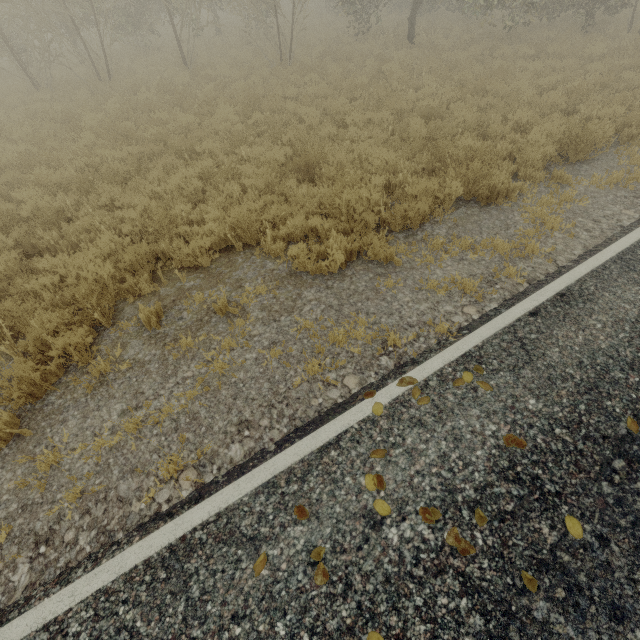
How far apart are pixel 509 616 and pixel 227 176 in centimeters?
816cm
